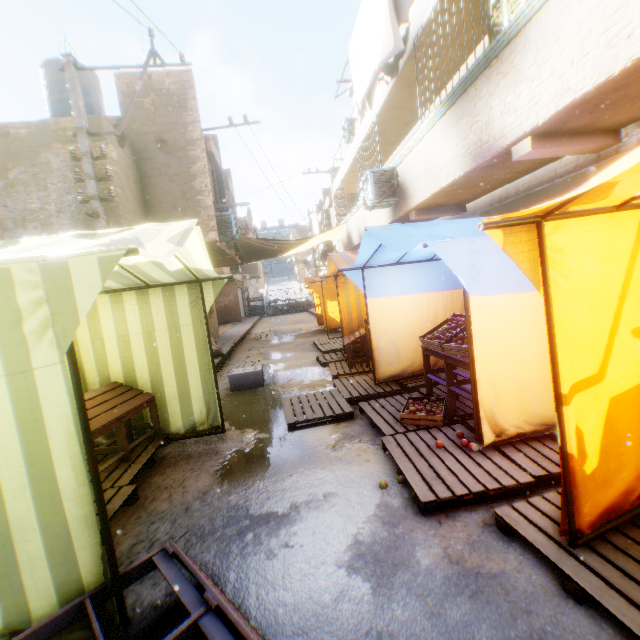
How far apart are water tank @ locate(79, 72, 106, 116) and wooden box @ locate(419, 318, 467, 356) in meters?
12.9

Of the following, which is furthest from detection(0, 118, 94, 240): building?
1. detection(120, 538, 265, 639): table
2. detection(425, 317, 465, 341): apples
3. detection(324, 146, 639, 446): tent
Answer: detection(425, 317, 465, 341): apples

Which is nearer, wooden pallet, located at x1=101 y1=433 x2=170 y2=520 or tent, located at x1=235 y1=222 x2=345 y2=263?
wooden pallet, located at x1=101 y1=433 x2=170 y2=520

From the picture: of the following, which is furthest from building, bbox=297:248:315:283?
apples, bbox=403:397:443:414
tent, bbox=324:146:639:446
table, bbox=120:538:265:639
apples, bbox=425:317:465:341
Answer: apples, bbox=403:397:443:414

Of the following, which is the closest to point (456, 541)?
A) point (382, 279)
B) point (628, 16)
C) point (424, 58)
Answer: point (382, 279)

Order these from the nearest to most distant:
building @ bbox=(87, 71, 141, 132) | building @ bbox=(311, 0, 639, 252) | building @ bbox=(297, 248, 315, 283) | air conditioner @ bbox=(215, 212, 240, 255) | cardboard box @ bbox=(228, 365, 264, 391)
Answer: building @ bbox=(311, 0, 639, 252), cardboard box @ bbox=(228, 365, 264, 391), building @ bbox=(87, 71, 141, 132), air conditioner @ bbox=(215, 212, 240, 255), building @ bbox=(297, 248, 315, 283)

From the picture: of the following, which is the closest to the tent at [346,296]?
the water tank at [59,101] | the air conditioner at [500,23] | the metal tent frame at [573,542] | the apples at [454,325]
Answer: the metal tent frame at [573,542]

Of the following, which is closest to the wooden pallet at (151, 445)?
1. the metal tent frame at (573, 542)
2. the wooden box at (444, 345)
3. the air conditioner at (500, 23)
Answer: the metal tent frame at (573, 542)
